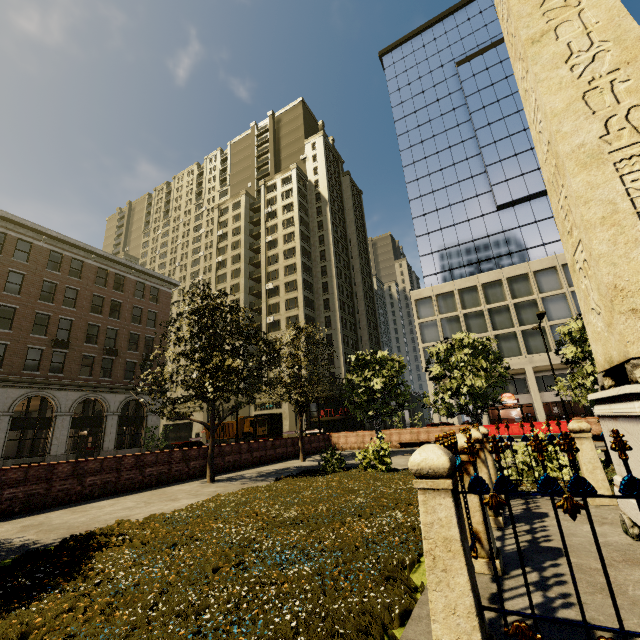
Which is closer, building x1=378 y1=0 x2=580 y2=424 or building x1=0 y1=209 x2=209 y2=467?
building x1=0 y1=209 x2=209 y2=467

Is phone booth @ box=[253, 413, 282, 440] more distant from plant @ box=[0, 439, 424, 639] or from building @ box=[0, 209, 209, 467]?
building @ box=[0, 209, 209, 467]

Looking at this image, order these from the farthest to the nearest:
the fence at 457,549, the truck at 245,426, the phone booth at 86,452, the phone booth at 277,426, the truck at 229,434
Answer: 1. the truck at 229,434
2. the truck at 245,426
3. the phone booth at 86,452
4. the phone booth at 277,426
5. the fence at 457,549

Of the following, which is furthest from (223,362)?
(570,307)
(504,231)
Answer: (504,231)

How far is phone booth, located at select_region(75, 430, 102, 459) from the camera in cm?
2687

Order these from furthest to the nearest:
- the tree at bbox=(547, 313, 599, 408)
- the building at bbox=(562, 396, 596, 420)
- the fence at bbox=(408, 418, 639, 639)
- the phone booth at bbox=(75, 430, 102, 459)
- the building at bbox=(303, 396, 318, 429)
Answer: the building at bbox=(303, 396, 318, 429)
the building at bbox=(562, 396, 596, 420)
the phone booth at bbox=(75, 430, 102, 459)
the tree at bbox=(547, 313, 599, 408)
the fence at bbox=(408, 418, 639, 639)

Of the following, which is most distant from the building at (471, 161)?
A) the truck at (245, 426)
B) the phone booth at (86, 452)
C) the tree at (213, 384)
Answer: the truck at (245, 426)

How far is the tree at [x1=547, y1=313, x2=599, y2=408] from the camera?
13.6 meters
